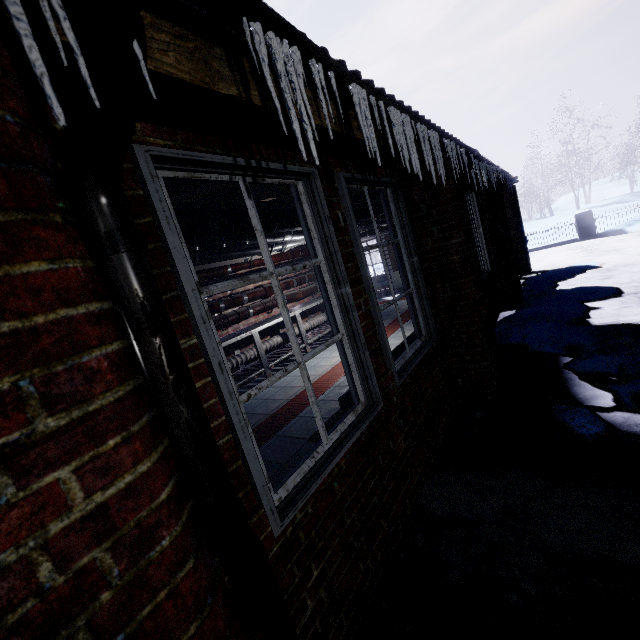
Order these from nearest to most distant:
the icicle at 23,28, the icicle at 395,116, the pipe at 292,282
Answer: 1. the icicle at 23,28
2. the icicle at 395,116
3. the pipe at 292,282

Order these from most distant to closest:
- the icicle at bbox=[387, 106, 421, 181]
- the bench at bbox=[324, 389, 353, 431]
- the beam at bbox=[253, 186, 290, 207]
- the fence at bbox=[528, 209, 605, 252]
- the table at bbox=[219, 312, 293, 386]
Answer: the fence at bbox=[528, 209, 605, 252] → the table at bbox=[219, 312, 293, 386] → the beam at bbox=[253, 186, 290, 207] → the bench at bbox=[324, 389, 353, 431] → the icicle at bbox=[387, 106, 421, 181]

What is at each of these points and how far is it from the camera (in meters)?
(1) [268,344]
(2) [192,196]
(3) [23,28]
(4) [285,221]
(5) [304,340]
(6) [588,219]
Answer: (1) pipe, 5.38
(2) beam, 2.64
(3) icicle, 0.44
(4) pipe, 2.56
(5) table, 5.46
(6) fence, 10.20

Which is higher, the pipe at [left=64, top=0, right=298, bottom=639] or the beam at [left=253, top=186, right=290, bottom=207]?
the beam at [left=253, top=186, right=290, bottom=207]

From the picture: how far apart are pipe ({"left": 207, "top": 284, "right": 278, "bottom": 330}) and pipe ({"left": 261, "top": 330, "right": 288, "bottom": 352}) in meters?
0.4

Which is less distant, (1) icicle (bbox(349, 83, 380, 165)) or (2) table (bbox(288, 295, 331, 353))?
(1) icicle (bbox(349, 83, 380, 165))

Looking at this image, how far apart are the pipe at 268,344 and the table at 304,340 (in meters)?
0.03

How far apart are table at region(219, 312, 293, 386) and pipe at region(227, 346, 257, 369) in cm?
3
